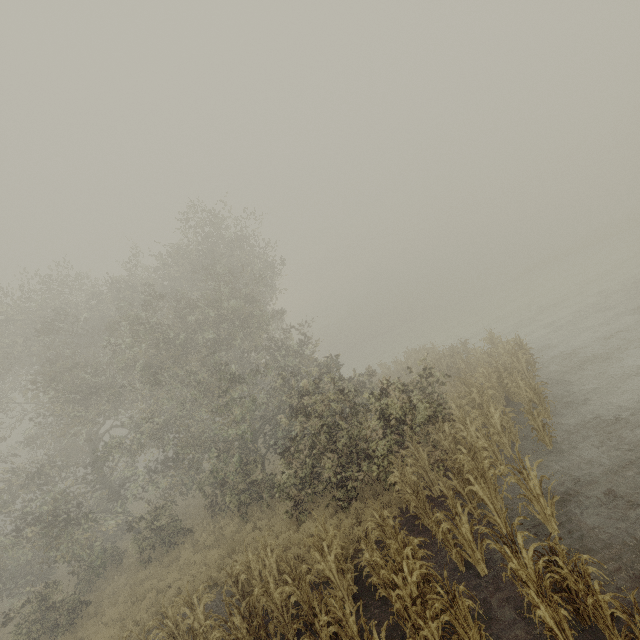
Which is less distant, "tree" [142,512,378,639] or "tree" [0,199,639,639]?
"tree" [142,512,378,639]

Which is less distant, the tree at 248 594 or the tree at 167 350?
the tree at 248 594

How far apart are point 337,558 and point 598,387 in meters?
10.7 m
